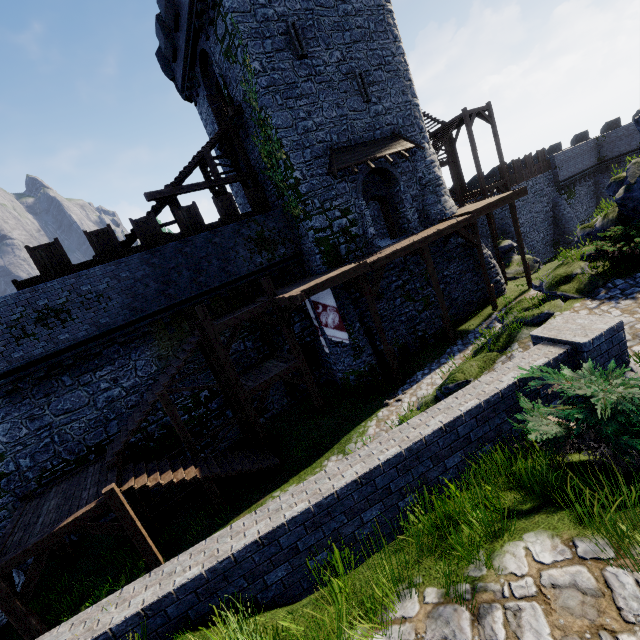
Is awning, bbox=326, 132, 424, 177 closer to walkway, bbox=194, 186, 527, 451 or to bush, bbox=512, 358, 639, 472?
walkway, bbox=194, 186, 527, 451

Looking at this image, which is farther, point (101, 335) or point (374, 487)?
point (101, 335)

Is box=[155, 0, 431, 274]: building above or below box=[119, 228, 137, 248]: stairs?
below

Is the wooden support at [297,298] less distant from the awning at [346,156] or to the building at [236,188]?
the building at [236,188]

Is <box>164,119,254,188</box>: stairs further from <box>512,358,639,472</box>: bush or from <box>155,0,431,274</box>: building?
<box>512,358,639,472</box>: bush

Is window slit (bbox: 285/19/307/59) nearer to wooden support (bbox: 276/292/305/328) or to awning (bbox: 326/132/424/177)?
awning (bbox: 326/132/424/177)

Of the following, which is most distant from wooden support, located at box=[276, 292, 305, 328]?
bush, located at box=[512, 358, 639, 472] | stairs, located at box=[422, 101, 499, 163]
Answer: stairs, located at box=[422, 101, 499, 163]

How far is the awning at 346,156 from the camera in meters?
16.2
